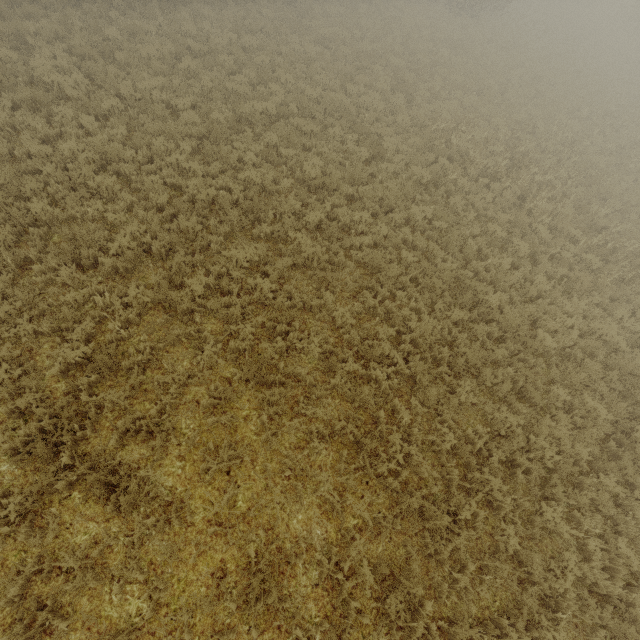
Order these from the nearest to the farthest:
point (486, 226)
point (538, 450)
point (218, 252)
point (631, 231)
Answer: point (538, 450) → point (218, 252) → point (486, 226) → point (631, 231)
